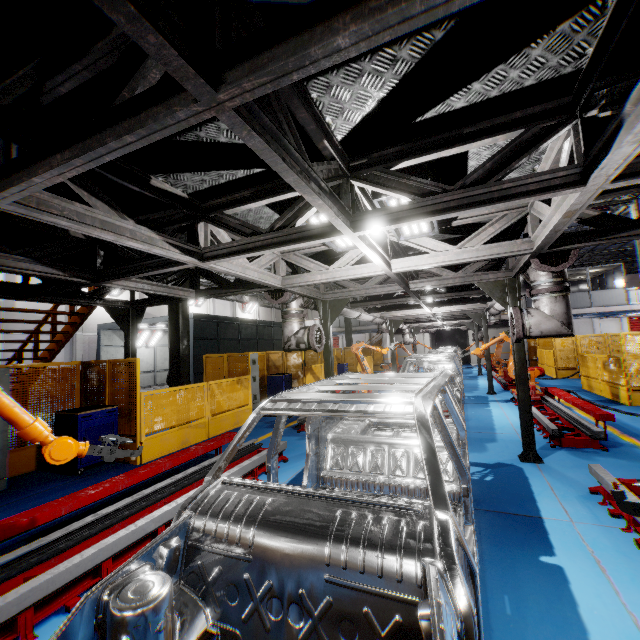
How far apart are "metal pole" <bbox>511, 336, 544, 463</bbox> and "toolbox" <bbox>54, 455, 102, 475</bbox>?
8.1 meters

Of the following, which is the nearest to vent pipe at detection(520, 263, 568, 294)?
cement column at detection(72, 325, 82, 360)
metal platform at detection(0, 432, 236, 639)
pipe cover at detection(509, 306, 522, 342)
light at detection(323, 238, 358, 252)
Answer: pipe cover at detection(509, 306, 522, 342)

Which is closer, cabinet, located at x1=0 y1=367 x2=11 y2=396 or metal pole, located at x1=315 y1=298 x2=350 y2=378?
cabinet, located at x1=0 y1=367 x2=11 y2=396

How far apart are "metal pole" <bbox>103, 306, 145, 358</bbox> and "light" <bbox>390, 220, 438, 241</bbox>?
5.8 meters

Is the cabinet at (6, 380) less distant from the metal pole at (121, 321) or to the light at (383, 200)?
the metal pole at (121, 321)

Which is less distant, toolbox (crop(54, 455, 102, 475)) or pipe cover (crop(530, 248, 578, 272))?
pipe cover (crop(530, 248, 578, 272))

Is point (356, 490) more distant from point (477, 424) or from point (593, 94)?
point (477, 424)

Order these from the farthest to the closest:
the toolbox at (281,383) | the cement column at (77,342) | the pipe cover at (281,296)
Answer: the cement column at (77,342), the toolbox at (281,383), the pipe cover at (281,296)
